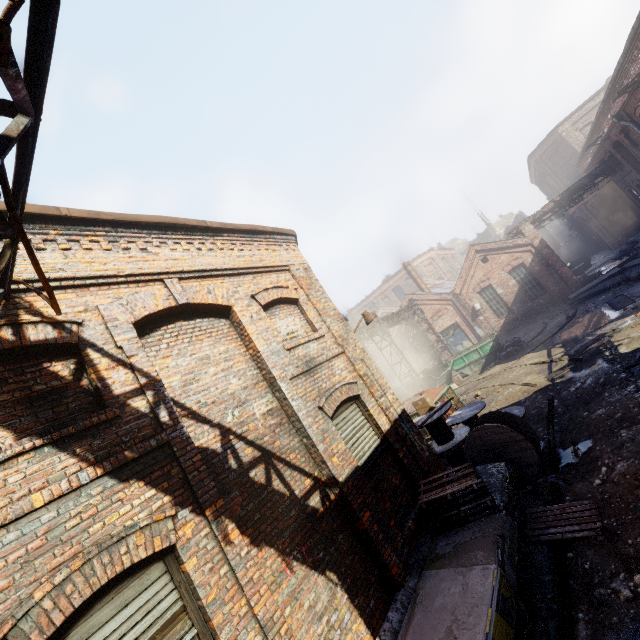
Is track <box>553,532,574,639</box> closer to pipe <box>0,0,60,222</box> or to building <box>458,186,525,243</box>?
pipe <box>0,0,60,222</box>

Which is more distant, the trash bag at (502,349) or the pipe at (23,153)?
the trash bag at (502,349)

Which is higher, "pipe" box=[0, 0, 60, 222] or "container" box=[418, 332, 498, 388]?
"pipe" box=[0, 0, 60, 222]

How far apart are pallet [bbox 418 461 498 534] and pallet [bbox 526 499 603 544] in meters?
0.7 m

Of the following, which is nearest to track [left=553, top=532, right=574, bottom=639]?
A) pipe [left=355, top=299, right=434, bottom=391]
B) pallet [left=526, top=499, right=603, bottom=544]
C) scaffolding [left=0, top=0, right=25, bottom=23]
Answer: pallet [left=526, top=499, right=603, bottom=544]

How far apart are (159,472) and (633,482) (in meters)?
7.67

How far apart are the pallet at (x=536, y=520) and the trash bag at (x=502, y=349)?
14.2 meters

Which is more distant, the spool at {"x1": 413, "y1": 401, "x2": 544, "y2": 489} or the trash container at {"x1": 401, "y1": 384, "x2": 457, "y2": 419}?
the trash container at {"x1": 401, "y1": 384, "x2": 457, "y2": 419}
